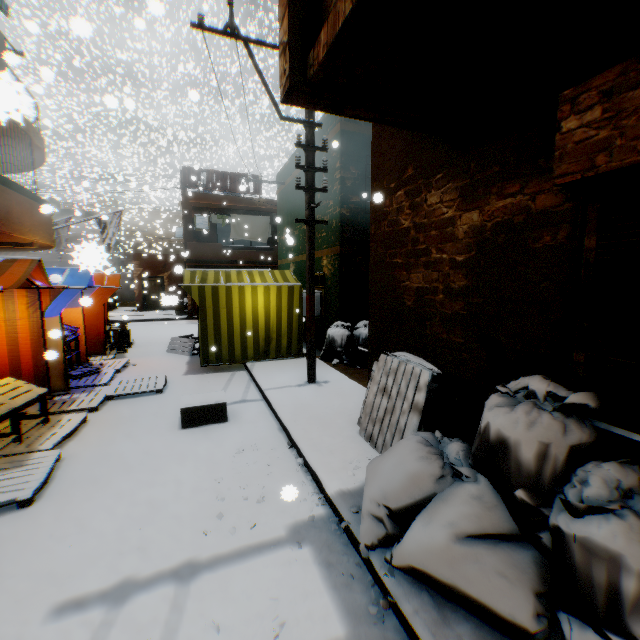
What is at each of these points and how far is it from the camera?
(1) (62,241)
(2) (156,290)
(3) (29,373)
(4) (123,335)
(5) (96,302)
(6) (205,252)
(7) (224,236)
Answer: (1) flag, 14.91m
(2) door, 23.52m
(3) tent, 5.86m
(4) cardboard box, 11.30m
(5) tent, 9.48m
(6) balcony, 17.78m
(7) building, 29.14m

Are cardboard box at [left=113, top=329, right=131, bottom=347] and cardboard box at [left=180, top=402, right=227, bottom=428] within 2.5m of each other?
no

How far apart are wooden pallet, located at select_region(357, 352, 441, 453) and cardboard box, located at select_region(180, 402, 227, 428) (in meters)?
1.80

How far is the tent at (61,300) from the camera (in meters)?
5.84

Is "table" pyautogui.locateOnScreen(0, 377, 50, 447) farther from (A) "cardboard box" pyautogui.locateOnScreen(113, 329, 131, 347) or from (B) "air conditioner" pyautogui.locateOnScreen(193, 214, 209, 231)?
(A) "cardboard box" pyautogui.locateOnScreen(113, 329, 131, 347)

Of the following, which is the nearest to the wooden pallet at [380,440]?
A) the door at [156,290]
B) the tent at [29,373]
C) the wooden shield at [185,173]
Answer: the tent at [29,373]

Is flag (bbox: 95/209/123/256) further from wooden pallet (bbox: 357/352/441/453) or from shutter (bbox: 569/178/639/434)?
shutter (bbox: 569/178/639/434)

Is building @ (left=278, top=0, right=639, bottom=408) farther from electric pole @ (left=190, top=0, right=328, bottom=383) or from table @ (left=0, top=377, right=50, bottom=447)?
table @ (left=0, top=377, right=50, bottom=447)
